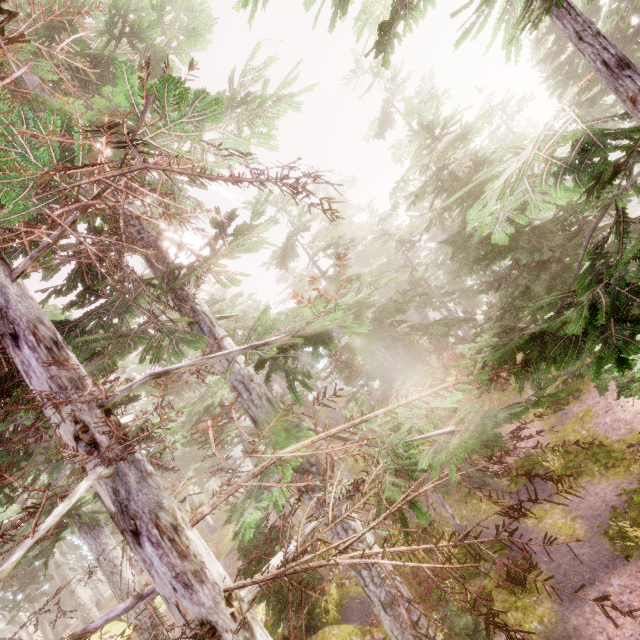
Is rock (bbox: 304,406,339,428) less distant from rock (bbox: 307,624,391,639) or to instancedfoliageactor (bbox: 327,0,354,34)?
instancedfoliageactor (bbox: 327,0,354,34)

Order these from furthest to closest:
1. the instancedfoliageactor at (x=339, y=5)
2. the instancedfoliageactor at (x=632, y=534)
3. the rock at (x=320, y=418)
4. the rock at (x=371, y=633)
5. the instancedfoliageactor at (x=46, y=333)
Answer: the rock at (x=320, y=418), the instancedfoliageactor at (x=632, y=534), the rock at (x=371, y=633), the instancedfoliageactor at (x=339, y=5), the instancedfoliageactor at (x=46, y=333)

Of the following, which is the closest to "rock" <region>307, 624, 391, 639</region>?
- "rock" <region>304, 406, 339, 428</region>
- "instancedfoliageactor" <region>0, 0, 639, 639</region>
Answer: "instancedfoliageactor" <region>0, 0, 639, 639</region>

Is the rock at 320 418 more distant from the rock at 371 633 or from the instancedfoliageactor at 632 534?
the rock at 371 633

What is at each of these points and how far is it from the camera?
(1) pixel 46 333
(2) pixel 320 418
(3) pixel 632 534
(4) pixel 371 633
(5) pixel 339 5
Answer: (1) instancedfoliageactor, 3.7 meters
(2) rock, 34.1 meters
(3) instancedfoliageactor, 9.2 meters
(4) rock, 9.1 meters
(5) instancedfoliageactor, 4.8 meters

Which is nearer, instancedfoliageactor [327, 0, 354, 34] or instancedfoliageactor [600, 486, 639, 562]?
instancedfoliageactor [327, 0, 354, 34]
